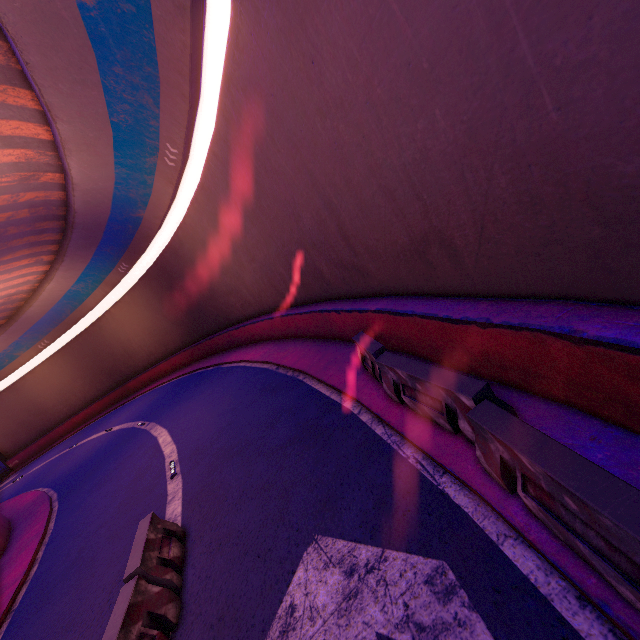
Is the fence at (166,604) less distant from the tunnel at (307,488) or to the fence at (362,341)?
the tunnel at (307,488)

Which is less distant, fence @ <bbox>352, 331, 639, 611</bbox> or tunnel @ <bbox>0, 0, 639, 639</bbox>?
fence @ <bbox>352, 331, 639, 611</bbox>

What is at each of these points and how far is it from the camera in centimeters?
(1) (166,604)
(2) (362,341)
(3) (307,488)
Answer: (1) fence, 500cm
(2) fence, 744cm
(3) tunnel, 587cm

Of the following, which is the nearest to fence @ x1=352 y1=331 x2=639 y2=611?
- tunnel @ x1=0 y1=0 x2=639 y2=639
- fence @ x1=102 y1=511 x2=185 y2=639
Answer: tunnel @ x1=0 y1=0 x2=639 y2=639

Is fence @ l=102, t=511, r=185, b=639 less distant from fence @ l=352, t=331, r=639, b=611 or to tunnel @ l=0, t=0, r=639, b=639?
tunnel @ l=0, t=0, r=639, b=639

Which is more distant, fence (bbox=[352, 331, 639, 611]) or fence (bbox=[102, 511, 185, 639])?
fence (bbox=[102, 511, 185, 639])

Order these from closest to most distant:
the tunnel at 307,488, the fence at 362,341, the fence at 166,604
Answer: the fence at 362,341 < the tunnel at 307,488 < the fence at 166,604
